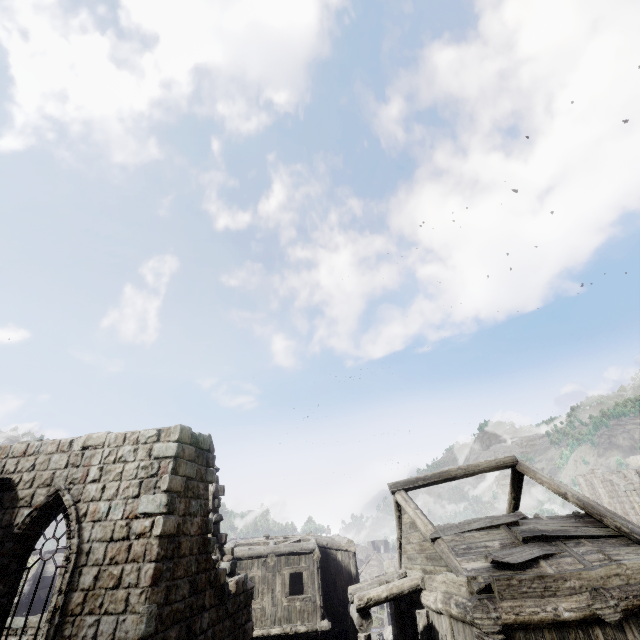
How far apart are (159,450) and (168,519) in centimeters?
159cm
